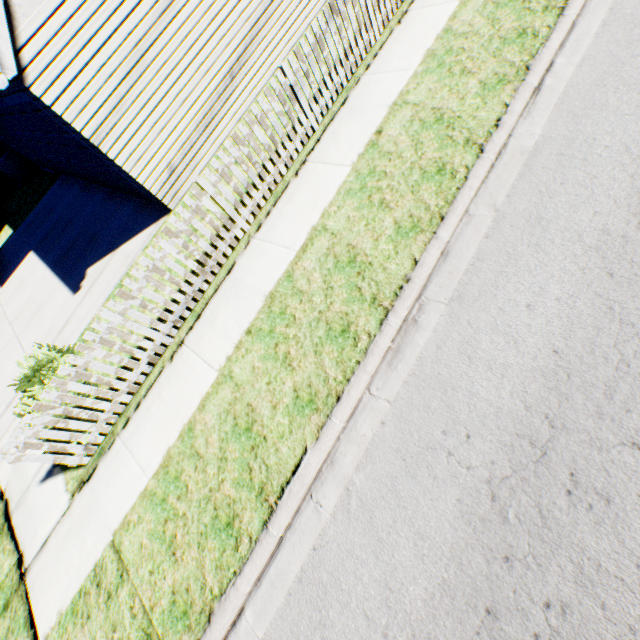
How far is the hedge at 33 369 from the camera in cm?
562

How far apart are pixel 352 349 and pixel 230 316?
2.3m

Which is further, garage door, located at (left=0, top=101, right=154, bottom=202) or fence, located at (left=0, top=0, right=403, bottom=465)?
garage door, located at (left=0, top=101, right=154, bottom=202)

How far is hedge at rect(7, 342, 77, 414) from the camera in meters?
5.6 m

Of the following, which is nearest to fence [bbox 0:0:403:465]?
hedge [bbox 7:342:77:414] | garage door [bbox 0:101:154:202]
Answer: hedge [bbox 7:342:77:414]

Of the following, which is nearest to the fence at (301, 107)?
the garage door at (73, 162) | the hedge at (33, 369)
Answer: the hedge at (33, 369)

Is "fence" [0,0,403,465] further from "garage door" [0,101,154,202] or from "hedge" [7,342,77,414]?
"garage door" [0,101,154,202]
